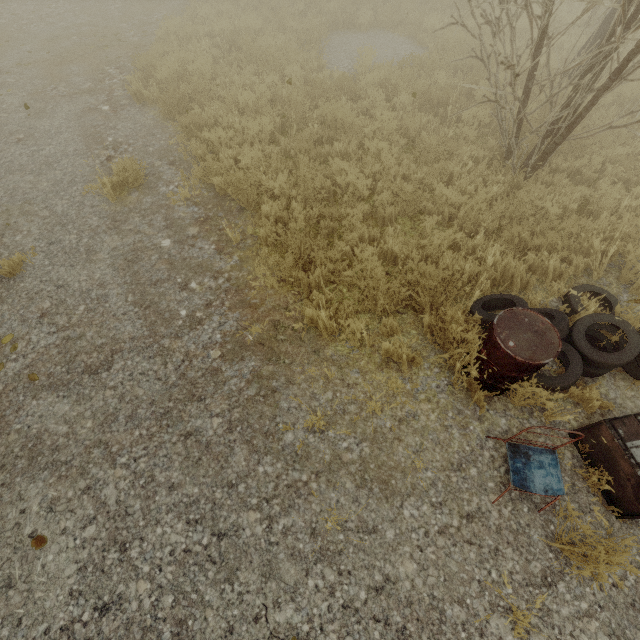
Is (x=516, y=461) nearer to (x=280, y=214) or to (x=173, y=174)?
(x=280, y=214)

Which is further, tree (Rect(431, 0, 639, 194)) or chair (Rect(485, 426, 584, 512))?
tree (Rect(431, 0, 639, 194))

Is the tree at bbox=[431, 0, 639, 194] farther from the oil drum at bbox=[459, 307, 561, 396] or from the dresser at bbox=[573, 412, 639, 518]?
the oil drum at bbox=[459, 307, 561, 396]

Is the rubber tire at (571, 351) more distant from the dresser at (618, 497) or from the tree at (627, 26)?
the tree at (627, 26)

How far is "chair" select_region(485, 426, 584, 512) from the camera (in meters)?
2.63

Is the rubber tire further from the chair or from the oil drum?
the chair

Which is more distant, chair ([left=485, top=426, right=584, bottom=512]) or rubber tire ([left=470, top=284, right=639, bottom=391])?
rubber tire ([left=470, top=284, right=639, bottom=391])

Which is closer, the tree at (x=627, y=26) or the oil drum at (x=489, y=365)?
the oil drum at (x=489, y=365)
